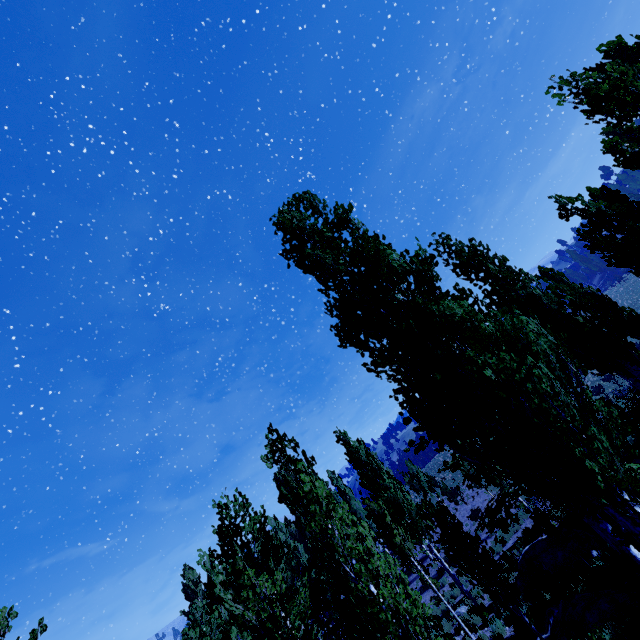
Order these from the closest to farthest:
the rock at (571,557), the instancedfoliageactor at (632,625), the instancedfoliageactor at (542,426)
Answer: the instancedfoliageactor at (632,625) < the instancedfoliageactor at (542,426) < the rock at (571,557)

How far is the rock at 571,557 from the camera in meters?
13.4

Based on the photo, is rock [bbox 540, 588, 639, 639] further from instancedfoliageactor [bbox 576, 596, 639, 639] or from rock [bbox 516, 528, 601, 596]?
rock [bbox 516, 528, 601, 596]

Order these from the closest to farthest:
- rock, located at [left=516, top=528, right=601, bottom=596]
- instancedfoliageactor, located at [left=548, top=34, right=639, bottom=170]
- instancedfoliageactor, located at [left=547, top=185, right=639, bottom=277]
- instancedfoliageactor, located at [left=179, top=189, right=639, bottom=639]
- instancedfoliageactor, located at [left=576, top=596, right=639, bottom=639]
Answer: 1. instancedfoliageactor, located at [left=576, top=596, right=639, bottom=639]
2. instancedfoliageactor, located at [left=179, top=189, right=639, bottom=639]
3. instancedfoliageactor, located at [left=547, top=185, right=639, bottom=277]
4. instancedfoliageactor, located at [left=548, top=34, right=639, bottom=170]
5. rock, located at [left=516, top=528, right=601, bottom=596]

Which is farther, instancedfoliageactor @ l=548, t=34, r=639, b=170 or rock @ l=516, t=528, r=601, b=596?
rock @ l=516, t=528, r=601, b=596

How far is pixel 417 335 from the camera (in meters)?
6.89

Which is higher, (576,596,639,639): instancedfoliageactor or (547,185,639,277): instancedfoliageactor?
(547,185,639,277): instancedfoliageactor
